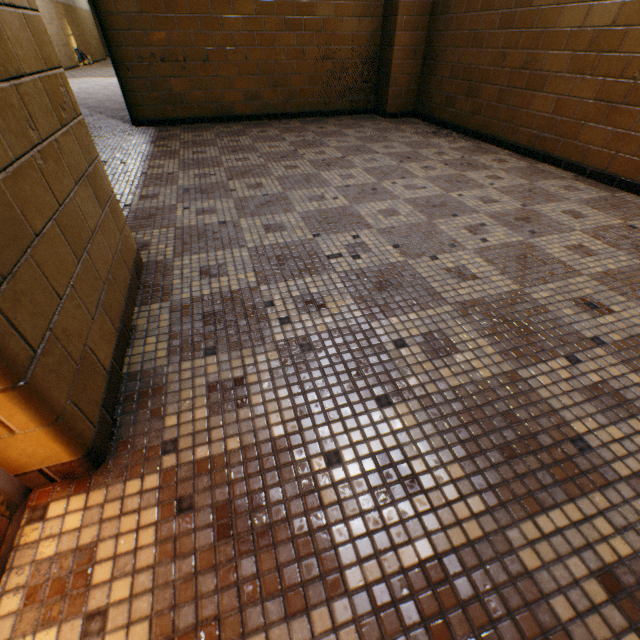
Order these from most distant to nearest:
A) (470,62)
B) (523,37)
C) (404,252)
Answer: (470,62) → (523,37) → (404,252)

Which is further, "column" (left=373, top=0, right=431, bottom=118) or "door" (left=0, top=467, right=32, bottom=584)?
"column" (left=373, top=0, right=431, bottom=118)

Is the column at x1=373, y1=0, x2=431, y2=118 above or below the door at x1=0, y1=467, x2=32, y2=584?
above

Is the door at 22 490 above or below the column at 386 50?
below

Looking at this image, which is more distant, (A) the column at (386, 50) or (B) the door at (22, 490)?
(A) the column at (386, 50)
